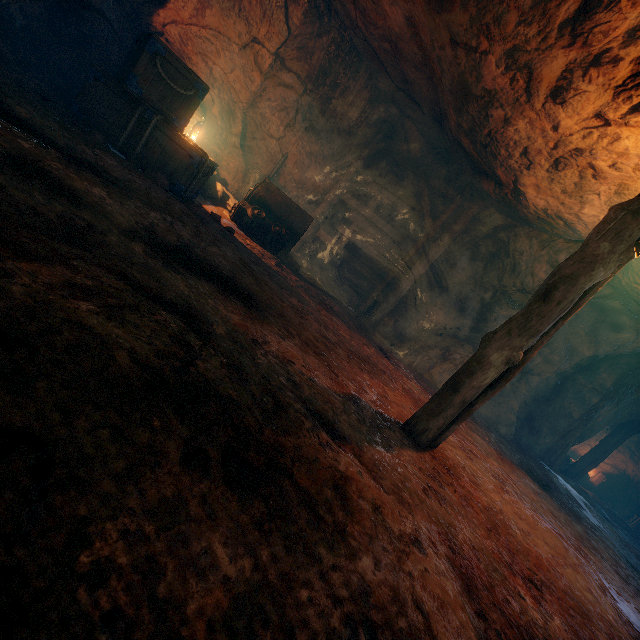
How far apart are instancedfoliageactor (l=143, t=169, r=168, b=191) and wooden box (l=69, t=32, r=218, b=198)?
0.2 meters

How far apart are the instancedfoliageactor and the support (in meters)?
5.04

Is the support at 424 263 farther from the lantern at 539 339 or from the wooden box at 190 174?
the lantern at 539 339

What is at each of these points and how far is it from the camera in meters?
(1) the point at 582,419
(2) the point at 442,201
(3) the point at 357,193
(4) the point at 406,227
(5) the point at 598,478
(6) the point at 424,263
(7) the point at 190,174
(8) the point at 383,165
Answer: (1) cave, 10.9
(2) burlap sack, 9.6
(3) burlap sack, 10.7
(4) burlap sack, 10.9
(5) wooden box, 16.2
(6) support, 8.7
(7) wooden box, 5.5
(8) burlap sack, 10.2

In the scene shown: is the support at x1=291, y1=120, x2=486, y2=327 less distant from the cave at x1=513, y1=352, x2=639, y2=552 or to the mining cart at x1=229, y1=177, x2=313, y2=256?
the mining cart at x1=229, y1=177, x2=313, y2=256

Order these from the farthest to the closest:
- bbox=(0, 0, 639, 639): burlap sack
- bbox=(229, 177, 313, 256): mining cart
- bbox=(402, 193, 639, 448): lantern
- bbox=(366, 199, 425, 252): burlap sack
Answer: bbox=(366, 199, 425, 252): burlap sack → bbox=(229, 177, 313, 256): mining cart → bbox=(402, 193, 639, 448): lantern → bbox=(0, 0, 639, 639): burlap sack

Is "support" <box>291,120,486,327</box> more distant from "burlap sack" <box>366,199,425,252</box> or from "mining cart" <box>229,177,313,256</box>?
"mining cart" <box>229,177,313,256</box>

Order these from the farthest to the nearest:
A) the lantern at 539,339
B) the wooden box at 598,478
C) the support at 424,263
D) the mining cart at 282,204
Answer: the wooden box at 598,478
the support at 424,263
the mining cart at 282,204
the lantern at 539,339
